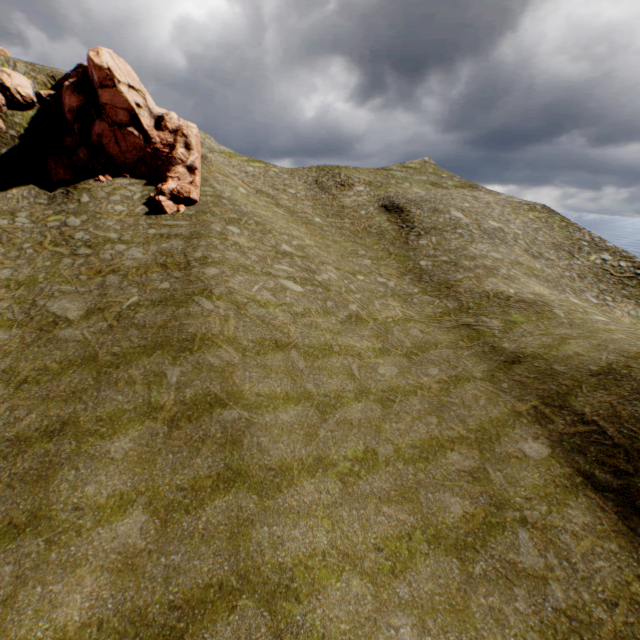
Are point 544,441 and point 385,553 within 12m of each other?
yes
